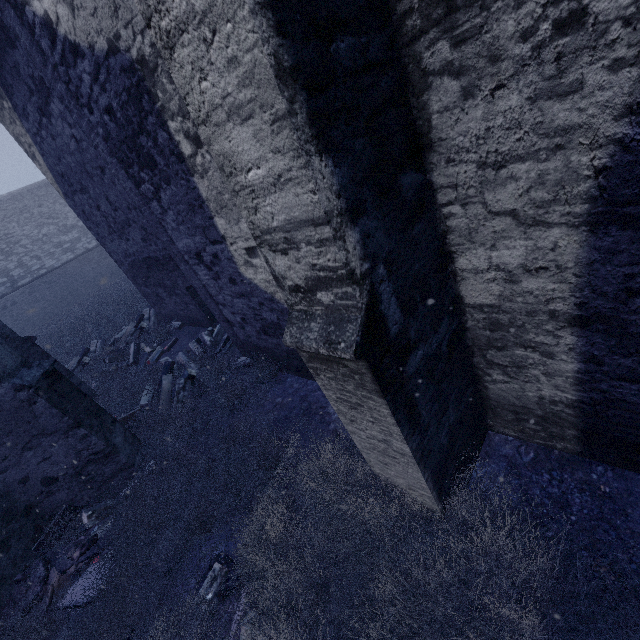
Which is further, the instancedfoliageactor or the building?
the instancedfoliageactor

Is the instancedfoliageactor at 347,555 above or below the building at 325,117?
below

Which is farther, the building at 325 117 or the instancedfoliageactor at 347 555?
the instancedfoliageactor at 347 555

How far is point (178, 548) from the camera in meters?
3.6

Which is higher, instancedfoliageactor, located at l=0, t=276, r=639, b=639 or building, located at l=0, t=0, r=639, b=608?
building, located at l=0, t=0, r=639, b=608
